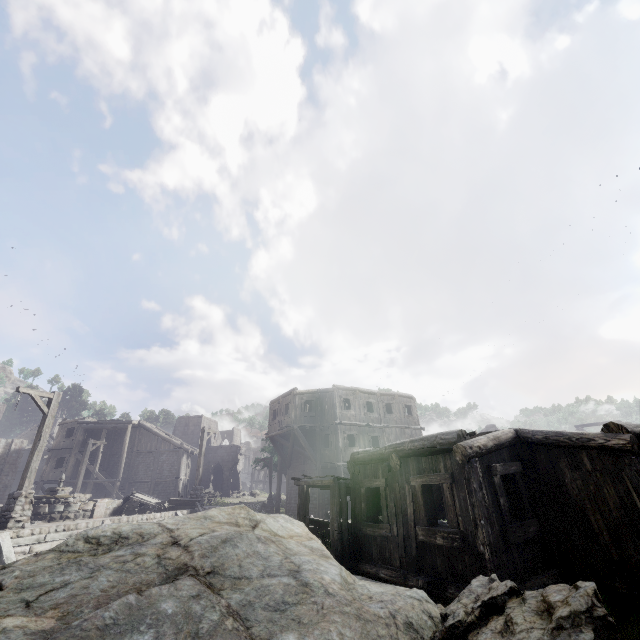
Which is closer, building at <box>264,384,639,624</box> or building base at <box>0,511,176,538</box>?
building at <box>264,384,639,624</box>

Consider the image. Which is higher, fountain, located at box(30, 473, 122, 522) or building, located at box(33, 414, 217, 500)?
building, located at box(33, 414, 217, 500)

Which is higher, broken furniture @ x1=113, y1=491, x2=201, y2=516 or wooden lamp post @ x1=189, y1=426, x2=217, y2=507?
wooden lamp post @ x1=189, y1=426, x2=217, y2=507

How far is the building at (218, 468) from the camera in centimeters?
4588cm

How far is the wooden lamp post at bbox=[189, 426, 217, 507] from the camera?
19.6 meters

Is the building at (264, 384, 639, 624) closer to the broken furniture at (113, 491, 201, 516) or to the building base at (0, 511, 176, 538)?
the building base at (0, 511, 176, 538)

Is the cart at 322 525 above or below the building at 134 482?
below

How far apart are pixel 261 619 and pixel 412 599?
2.2m
